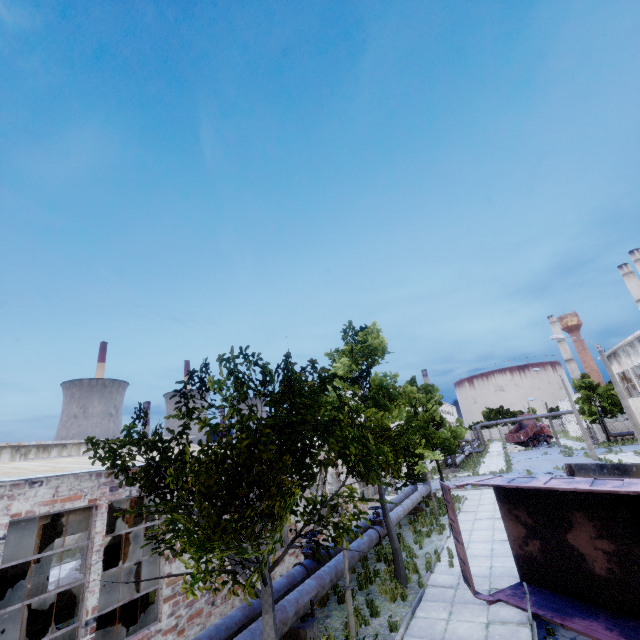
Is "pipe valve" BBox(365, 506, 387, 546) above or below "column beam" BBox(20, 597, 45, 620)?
above

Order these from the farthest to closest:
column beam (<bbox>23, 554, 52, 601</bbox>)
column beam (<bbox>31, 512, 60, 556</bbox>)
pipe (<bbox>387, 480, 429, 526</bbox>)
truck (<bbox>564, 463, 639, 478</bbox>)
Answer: pipe (<bbox>387, 480, 429, 526</bbox>) → column beam (<bbox>31, 512, 60, 556</bbox>) → column beam (<bbox>23, 554, 52, 601</bbox>) → truck (<bbox>564, 463, 639, 478</bbox>)

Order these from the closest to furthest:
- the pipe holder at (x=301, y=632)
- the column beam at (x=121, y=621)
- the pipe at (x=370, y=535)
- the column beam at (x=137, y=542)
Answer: the pipe holder at (x=301, y=632) < the column beam at (x=121, y=621) < the column beam at (x=137, y=542) < the pipe at (x=370, y=535)

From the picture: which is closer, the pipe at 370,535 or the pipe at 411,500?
the pipe at 370,535

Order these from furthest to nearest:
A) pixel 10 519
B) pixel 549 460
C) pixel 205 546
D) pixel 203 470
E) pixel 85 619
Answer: pixel 549 460
pixel 85 619
pixel 10 519
pixel 205 546
pixel 203 470

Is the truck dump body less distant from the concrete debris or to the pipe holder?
the pipe holder

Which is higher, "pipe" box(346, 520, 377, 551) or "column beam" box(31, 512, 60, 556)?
"column beam" box(31, 512, 60, 556)

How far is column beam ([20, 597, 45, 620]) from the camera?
12.62m
